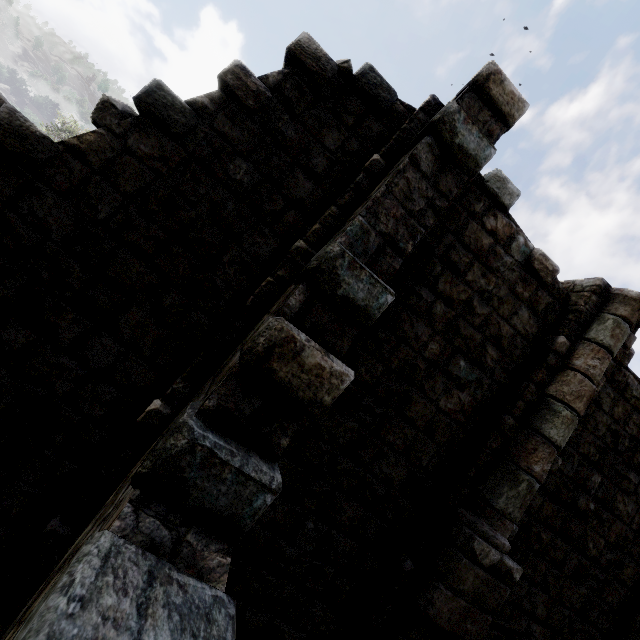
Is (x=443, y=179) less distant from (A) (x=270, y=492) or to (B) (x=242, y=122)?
(B) (x=242, y=122)
